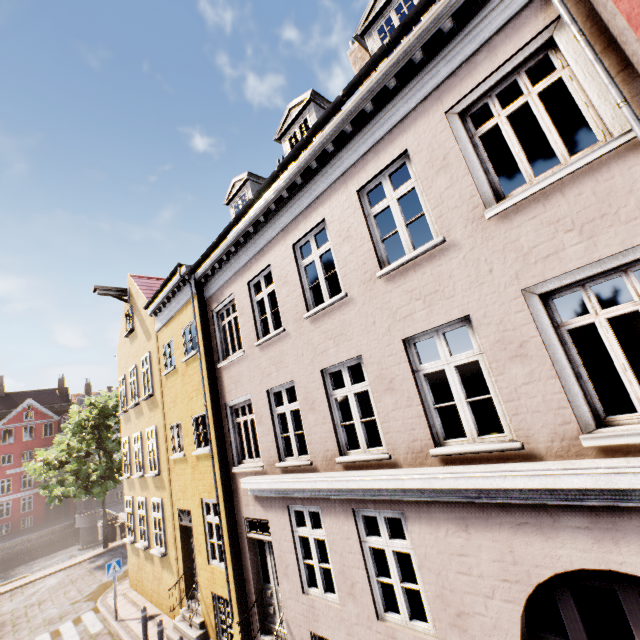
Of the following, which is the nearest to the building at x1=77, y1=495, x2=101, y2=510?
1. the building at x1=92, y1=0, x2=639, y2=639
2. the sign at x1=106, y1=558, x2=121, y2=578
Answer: the building at x1=92, y1=0, x2=639, y2=639

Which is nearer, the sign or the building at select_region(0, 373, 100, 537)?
the sign

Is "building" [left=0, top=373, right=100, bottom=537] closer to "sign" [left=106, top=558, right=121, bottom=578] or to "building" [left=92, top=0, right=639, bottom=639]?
"building" [left=92, top=0, right=639, bottom=639]

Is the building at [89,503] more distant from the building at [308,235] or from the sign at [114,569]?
the sign at [114,569]

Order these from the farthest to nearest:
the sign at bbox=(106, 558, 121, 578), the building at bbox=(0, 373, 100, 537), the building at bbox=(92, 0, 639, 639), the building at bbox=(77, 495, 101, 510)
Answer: the building at bbox=(77, 495, 101, 510)
the building at bbox=(0, 373, 100, 537)
the sign at bbox=(106, 558, 121, 578)
the building at bbox=(92, 0, 639, 639)

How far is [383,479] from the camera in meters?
5.1

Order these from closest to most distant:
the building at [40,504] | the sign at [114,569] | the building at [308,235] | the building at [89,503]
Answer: the building at [308,235], the sign at [114,569], the building at [40,504], the building at [89,503]
